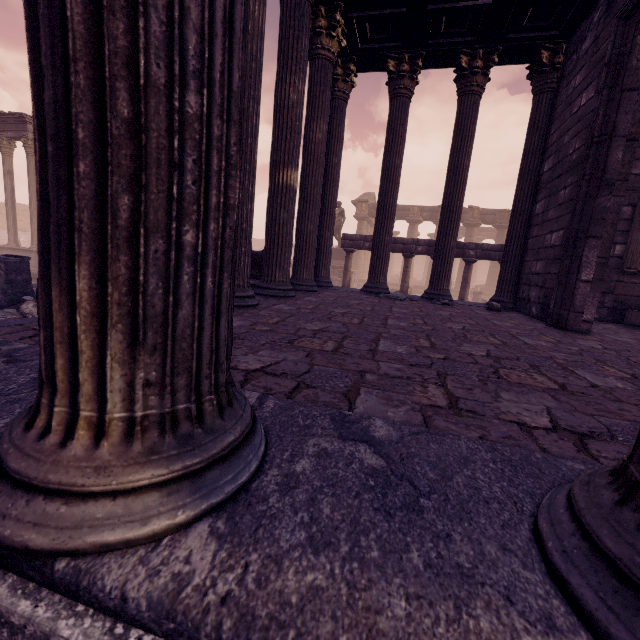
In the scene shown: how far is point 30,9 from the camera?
0.6m

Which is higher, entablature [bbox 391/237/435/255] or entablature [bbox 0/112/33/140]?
entablature [bbox 0/112/33/140]

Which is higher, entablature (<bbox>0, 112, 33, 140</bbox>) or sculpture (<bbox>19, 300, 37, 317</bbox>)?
entablature (<bbox>0, 112, 33, 140</bbox>)

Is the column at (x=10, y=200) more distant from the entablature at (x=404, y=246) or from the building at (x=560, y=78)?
the entablature at (x=404, y=246)

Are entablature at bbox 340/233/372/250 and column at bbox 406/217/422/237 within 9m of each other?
no

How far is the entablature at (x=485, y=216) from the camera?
24.89m

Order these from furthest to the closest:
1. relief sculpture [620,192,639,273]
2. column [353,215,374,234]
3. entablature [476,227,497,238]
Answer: entablature [476,227,497,238] < column [353,215,374,234] < relief sculpture [620,192,639,273]

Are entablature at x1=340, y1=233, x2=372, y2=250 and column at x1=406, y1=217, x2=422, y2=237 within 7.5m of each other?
no
